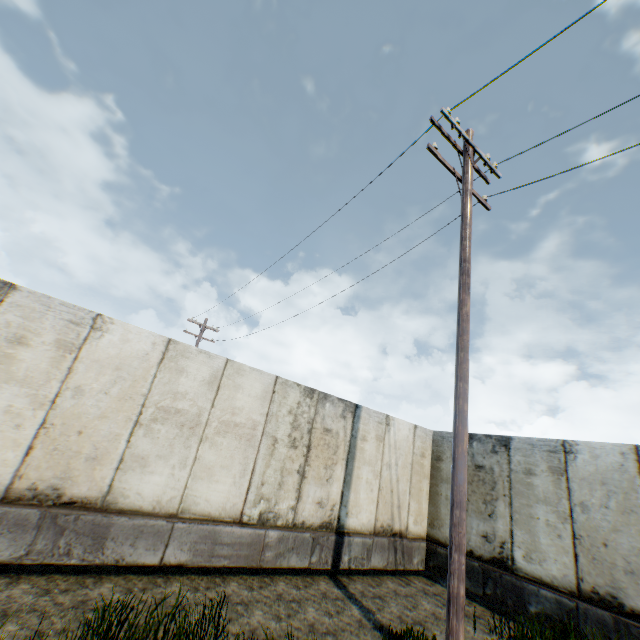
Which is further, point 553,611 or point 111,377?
point 553,611
